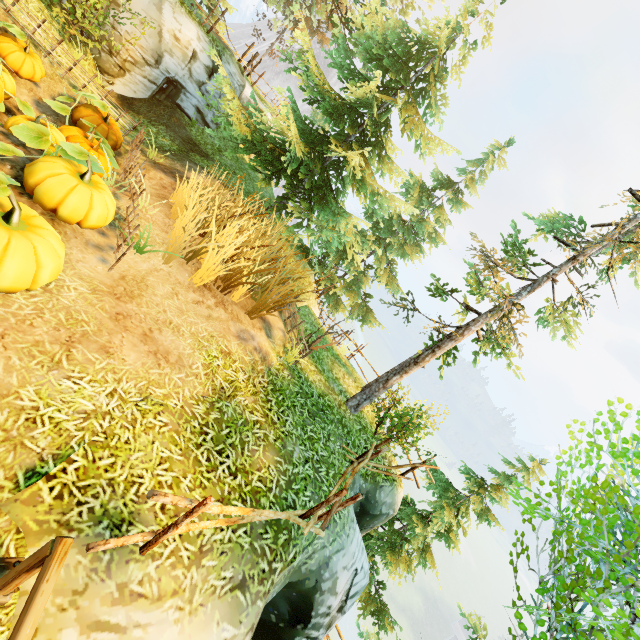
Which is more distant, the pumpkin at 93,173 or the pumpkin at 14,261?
the pumpkin at 93,173

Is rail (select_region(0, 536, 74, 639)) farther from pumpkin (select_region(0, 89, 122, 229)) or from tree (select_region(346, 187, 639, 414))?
tree (select_region(346, 187, 639, 414))

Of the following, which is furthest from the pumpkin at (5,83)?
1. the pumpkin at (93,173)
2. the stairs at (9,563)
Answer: the stairs at (9,563)

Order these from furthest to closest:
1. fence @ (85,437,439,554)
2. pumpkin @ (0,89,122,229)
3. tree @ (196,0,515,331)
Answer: tree @ (196,0,515,331) < pumpkin @ (0,89,122,229) < fence @ (85,437,439,554)

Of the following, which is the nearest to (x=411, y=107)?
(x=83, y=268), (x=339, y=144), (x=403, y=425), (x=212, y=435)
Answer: (x=339, y=144)

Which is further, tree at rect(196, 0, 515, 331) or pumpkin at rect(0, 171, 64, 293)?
tree at rect(196, 0, 515, 331)

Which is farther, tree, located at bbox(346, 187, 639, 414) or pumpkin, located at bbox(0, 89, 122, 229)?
tree, located at bbox(346, 187, 639, 414)

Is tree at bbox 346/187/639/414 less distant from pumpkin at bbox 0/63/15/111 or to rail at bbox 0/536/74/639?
rail at bbox 0/536/74/639
